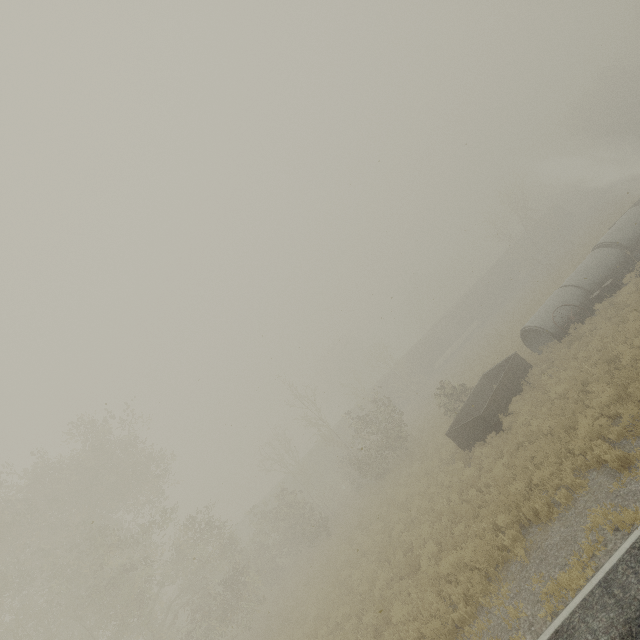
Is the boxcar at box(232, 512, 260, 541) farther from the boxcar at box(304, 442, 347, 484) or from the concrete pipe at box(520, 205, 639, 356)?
the concrete pipe at box(520, 205, 639, 356)

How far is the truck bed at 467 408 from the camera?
15.1m

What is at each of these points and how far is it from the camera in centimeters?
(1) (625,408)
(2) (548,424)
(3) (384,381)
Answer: (1) tree, 935cm
(2) tree, 1141cm
(3) boxcar, 4547cm

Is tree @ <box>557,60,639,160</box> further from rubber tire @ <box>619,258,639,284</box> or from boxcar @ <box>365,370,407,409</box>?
rubber tire @ <box>619,258,639,284</box>

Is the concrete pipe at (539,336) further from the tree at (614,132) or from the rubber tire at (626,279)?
the tree at (614,132)

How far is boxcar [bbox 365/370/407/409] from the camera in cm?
4481

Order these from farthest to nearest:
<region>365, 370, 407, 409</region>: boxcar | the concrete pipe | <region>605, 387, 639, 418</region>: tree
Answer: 1. <region>365, 370, 407, 409</region>: boxcar
2. the concrete pipe
3. <region>605, 387, 639, 418</region>: tree

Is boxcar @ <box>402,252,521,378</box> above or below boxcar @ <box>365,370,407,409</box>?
below
